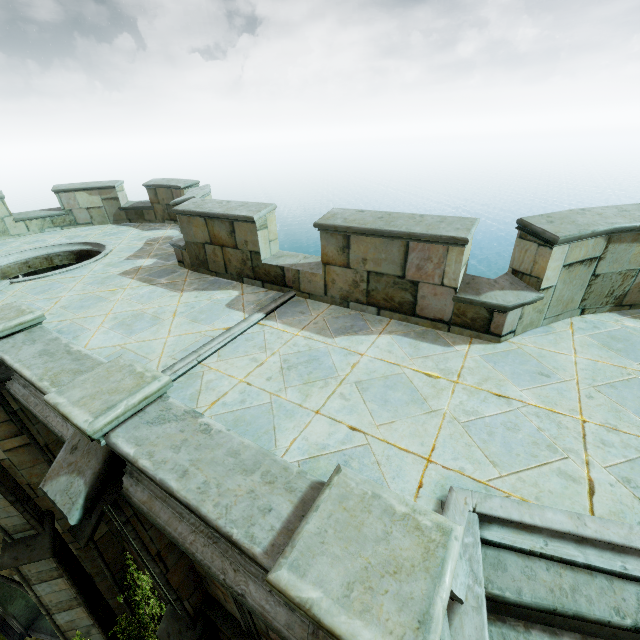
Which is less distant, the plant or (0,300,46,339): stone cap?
(0,300,46,339): stone cap

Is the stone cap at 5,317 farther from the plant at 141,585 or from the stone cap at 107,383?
the plant at 141,585

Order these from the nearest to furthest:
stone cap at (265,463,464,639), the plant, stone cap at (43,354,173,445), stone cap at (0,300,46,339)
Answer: stone cap at (265,463,464,639) → stone cap at (43,354,173,445) → stone cap at (0,300,46,339) → the plant

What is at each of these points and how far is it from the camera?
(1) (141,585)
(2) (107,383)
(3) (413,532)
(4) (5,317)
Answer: (1) plant, 8.3m
(2) stone cap, 3.6m
(3) stone cap, 2.1m
(4) stone cap, 5.2m

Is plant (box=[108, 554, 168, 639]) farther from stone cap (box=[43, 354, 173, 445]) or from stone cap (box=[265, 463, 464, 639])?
stone cap (box=[265, 463, 464, 639])

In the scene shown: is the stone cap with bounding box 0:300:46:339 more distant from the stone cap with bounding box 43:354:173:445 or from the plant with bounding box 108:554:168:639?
the plant with bounding box 108:554:168:639

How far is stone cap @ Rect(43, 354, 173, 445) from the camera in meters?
3.2

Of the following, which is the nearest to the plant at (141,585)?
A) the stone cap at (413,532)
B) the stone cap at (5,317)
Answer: the stone cap at (5,317)
